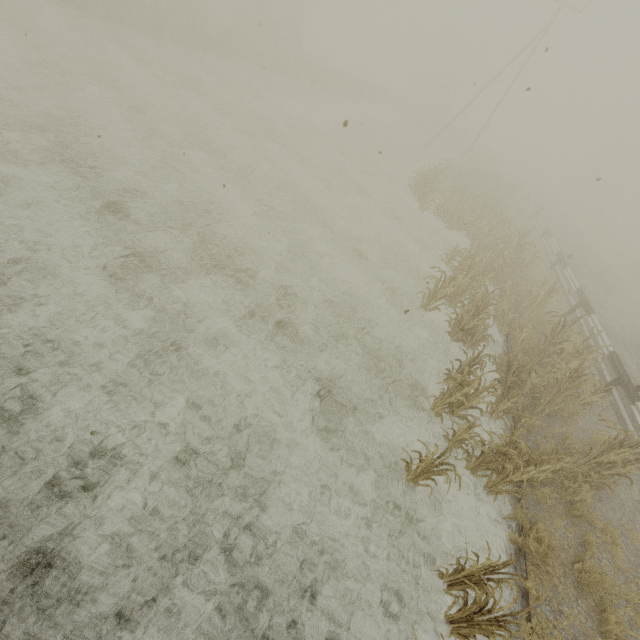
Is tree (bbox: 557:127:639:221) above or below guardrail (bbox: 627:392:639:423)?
above

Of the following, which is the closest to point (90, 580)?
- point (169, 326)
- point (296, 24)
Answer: point (169, 326)

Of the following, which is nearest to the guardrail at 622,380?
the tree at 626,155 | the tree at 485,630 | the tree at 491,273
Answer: the tree at 491,273

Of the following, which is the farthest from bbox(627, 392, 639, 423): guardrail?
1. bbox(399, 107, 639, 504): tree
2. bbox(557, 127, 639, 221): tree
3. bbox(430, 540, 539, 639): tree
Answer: bbox(557, 127, 639, 221): tree

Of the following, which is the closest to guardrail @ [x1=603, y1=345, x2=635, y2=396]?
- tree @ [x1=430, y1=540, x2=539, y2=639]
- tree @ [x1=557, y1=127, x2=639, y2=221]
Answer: tree @ [x1=430, y1=540, x2=539, y2=639]

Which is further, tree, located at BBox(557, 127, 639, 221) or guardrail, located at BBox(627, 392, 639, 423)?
tree, located at BBox(557, 127, 639, 221)

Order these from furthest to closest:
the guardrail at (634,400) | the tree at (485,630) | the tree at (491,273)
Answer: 1. the guardrail at (634,400)
2. the tree at (491,273)
3. the tree at (485,630)

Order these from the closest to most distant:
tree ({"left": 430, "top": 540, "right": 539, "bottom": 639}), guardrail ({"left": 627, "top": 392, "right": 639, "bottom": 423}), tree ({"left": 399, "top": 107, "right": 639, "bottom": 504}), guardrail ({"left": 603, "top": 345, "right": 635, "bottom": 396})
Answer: tree ({"left": 430, "top": 540, "right": 539, "bottom": 639}) < tree ({"left": 399, "top": 107, "right": 639, "bottom": 504}) < guardrail ({"left": 627, "top": 392, "right": 639, "bottom": 423}) < guardrail ({"left": 603, "top": 345, "right": 635, "bottom": 396})
